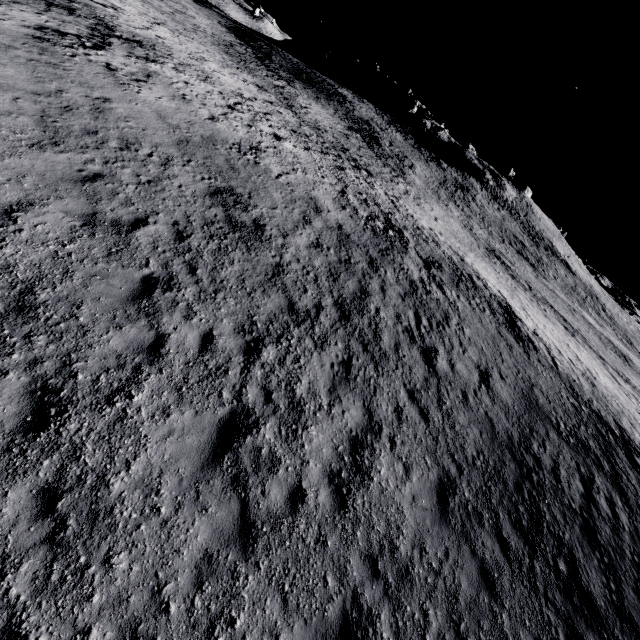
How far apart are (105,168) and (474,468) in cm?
1421
